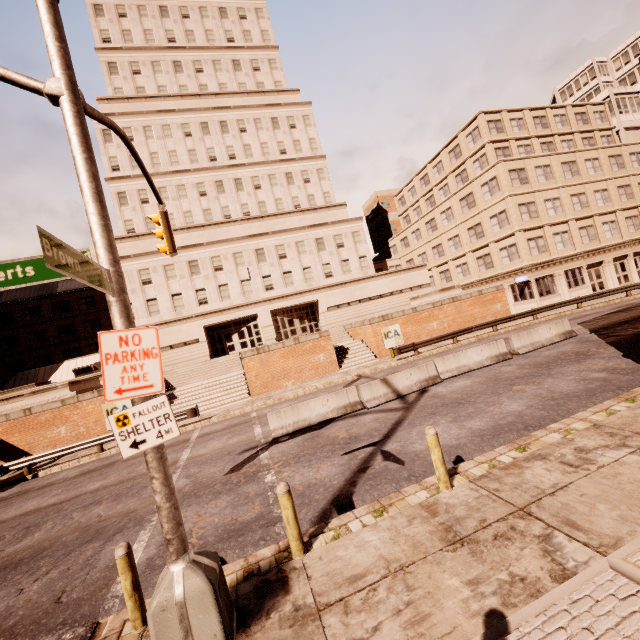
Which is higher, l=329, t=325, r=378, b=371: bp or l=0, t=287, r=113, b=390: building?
l=0, t=287, r=113, b=390: building

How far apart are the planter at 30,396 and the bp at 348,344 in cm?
1839

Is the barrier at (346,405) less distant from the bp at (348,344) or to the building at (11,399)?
the bp at (348,344)

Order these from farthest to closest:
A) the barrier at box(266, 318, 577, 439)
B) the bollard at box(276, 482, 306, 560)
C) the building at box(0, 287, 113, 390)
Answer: the building at box(0, 287, 113, 390) → the barrier at box(266, 318, 577, 439) → the bollard at box(276, 482, 306, 560)

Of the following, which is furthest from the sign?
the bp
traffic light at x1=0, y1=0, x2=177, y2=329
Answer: traffic light at x1=0, y1=0, x2=177, y2=329

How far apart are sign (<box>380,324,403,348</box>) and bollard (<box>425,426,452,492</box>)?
20.03m

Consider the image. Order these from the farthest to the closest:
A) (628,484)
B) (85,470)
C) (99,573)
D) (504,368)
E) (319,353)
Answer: (319,353)
(85,470)
(504,368)
(99,573)
(628,484)

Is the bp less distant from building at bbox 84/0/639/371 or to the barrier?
building at bbox 84/0/639/371
